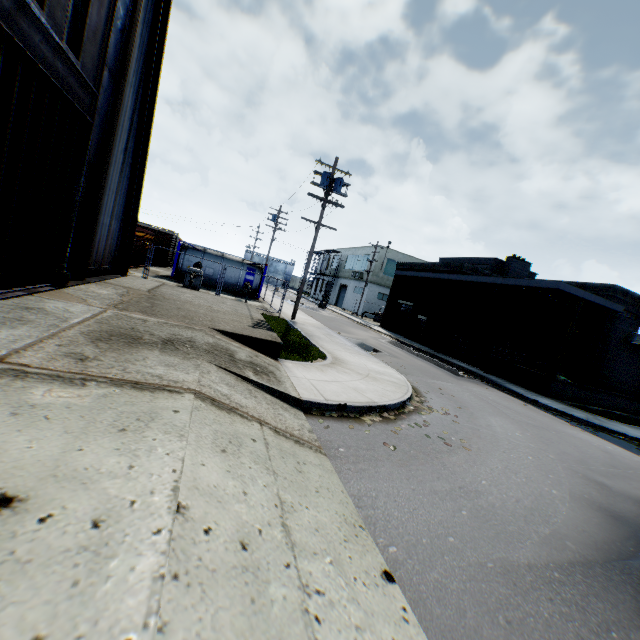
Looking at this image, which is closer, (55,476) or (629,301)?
(55,476)

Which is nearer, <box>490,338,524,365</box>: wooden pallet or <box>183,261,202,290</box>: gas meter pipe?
Result: <box>183,261,202,290</box>: gas meter pipe

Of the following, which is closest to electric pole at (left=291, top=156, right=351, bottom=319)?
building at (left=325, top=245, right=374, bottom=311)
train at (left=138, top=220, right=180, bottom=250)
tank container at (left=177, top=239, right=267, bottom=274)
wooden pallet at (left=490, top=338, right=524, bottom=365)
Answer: tank container at (left=177, top=239, right=267, bottom=274)

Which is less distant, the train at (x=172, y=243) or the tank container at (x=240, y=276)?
the tank container at (x=240, y=276)

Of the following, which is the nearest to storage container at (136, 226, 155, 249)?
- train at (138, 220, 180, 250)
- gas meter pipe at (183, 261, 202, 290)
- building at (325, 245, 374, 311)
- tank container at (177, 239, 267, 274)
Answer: tank container at (177, 239, 267, 274)

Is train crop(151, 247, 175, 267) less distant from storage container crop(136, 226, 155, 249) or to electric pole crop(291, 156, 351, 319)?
storage container crop(136, 226, 155, 249)

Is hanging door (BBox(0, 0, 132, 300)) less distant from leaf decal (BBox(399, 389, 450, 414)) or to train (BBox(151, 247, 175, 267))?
leaf decal (BBox(399, 389, 450, 414))

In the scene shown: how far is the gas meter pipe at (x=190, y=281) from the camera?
19.0 meters
